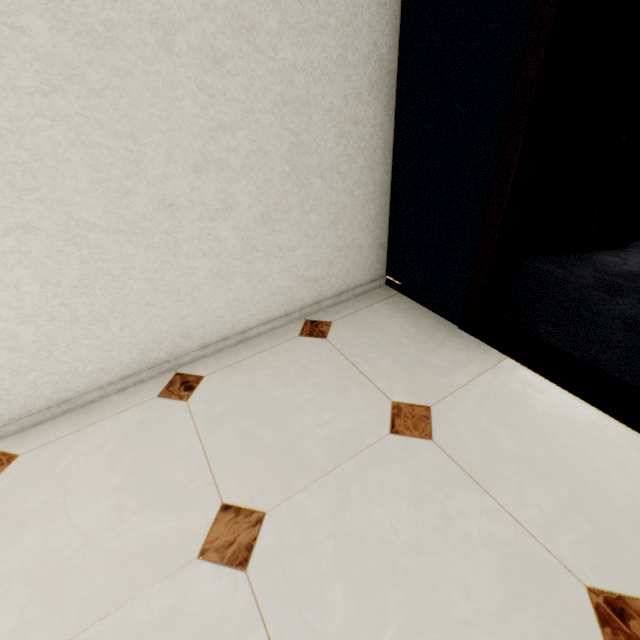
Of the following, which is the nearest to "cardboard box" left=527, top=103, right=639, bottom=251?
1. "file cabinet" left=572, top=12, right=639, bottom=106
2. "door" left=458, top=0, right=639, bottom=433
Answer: "file cabinet" left=572, top=12, right=639, bottom=106

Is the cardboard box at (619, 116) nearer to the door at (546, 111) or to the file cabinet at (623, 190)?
the file cabinet at (623, 190)

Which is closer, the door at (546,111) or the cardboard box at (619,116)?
the door at (546,111)

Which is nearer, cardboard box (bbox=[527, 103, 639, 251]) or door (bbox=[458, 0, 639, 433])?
door (bbox=[458, 0, 639, 433])

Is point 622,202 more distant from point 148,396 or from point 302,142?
point 148,396

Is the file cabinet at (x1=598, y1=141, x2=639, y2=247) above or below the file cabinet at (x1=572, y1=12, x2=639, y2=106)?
below

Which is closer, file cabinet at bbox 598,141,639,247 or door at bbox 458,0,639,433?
door at bbox 458,0,639,433
